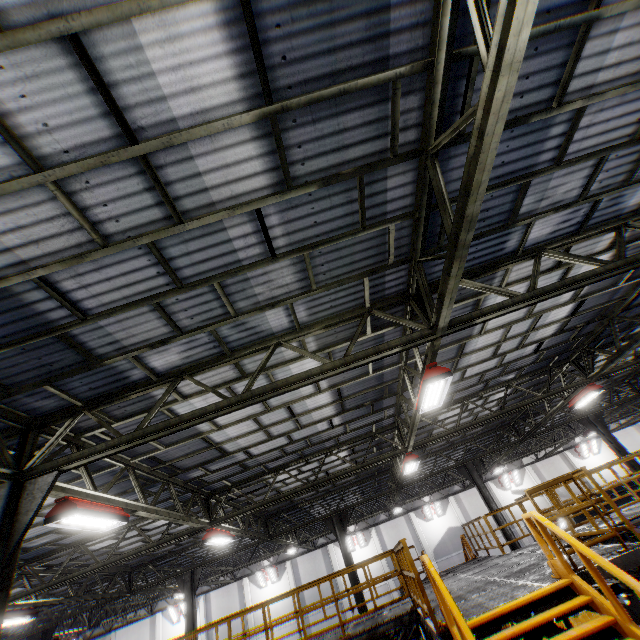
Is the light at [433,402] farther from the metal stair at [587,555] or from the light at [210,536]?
the light at [210,536]

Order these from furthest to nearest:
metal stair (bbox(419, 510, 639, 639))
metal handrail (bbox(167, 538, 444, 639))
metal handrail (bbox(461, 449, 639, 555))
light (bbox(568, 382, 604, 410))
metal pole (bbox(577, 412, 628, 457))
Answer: metal pole (bbox(577, 412, 628, 457))
light (bbox(568, 382, 604, 410))
metal handrail (bbox(167, 538, 444, 639))
metal handrail (bbox(461, 449, 639, 555))
metal stair (bbox(419, 510, 639, 639))

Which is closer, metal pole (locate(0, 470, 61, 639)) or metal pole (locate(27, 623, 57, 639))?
metal pole (locate(0, 470, 61, 639))

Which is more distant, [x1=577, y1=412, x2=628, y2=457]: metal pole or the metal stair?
[x1=577, y1=412, x2=628, y2=457]: metal pole

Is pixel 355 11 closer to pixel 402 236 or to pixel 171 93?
pixel 171 93

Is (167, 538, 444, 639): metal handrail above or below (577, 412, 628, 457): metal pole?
below

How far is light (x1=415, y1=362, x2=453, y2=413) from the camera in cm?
644

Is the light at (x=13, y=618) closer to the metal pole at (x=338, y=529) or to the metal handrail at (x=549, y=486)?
the metal pole at (x=338, y=529)
